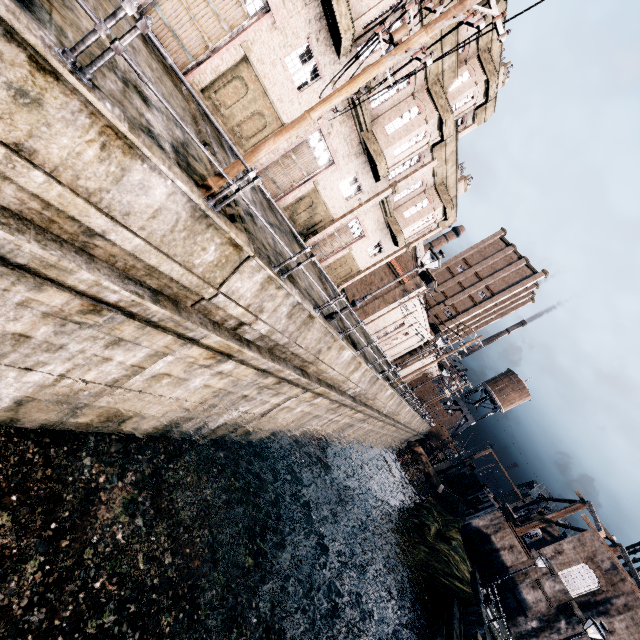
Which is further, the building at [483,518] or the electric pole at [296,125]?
the building at [483,518]

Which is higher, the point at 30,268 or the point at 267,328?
the point at 267,328

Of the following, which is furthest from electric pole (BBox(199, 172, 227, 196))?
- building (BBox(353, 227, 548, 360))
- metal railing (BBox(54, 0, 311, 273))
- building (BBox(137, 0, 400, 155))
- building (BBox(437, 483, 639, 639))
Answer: building (BBox(437, 483, 639, 639))

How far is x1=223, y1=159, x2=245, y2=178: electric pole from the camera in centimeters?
738cm

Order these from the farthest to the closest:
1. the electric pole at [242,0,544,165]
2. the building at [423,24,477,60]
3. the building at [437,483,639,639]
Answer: the building at [437,483,639,639] < the building at [423,24,477,60] < the electric pole at [242,0,544,165]

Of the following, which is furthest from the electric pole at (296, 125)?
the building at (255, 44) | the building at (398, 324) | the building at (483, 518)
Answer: the building at (483, 518)

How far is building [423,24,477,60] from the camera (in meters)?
15.91
